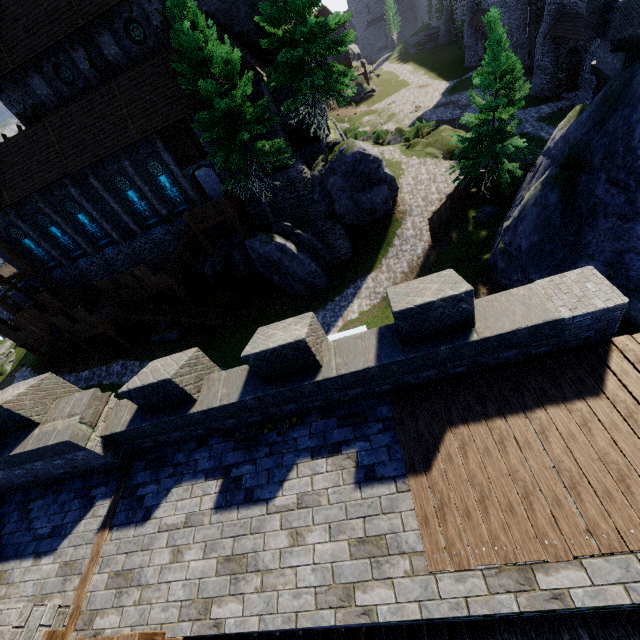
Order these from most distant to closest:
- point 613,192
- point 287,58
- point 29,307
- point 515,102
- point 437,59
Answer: point 437,59 < point 29,307 < point 515,102 < point 287,58 < point 613,192

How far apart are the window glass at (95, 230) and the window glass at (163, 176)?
6.5m

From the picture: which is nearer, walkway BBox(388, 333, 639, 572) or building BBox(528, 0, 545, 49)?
walkway BBox(388, 333, 639, 572)

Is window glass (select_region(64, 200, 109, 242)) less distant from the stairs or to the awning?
the stairs

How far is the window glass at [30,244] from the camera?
26.6m

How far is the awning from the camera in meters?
26.5

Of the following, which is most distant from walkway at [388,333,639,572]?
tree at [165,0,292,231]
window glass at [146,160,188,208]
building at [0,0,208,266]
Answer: window glass at [146,160,188,208]

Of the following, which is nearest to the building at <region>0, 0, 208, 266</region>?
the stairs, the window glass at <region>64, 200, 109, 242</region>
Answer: the window glass at <region>64, 200, 109, 242</region>
